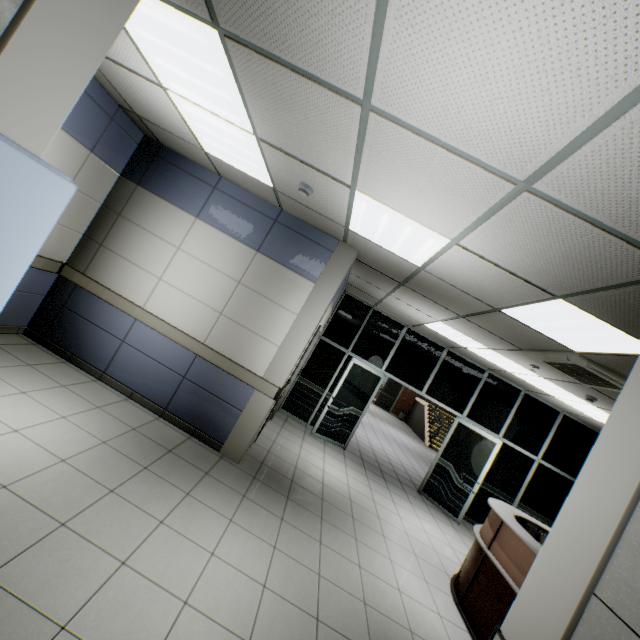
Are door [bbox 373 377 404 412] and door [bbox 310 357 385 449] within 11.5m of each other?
no

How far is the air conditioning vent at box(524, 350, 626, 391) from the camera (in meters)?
3.65

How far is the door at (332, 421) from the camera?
7.2m

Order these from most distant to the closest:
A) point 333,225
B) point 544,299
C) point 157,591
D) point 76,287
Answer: point 76,287, point 333,225, point 544,299, point 157,591

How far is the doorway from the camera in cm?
681

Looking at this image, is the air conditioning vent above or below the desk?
above

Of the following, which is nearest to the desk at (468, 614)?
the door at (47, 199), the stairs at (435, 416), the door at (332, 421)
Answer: the door at (332, 421)

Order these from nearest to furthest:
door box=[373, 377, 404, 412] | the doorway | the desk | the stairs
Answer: the desk < the doorway < the stairs < door box=[373, 377, 404, 412]
